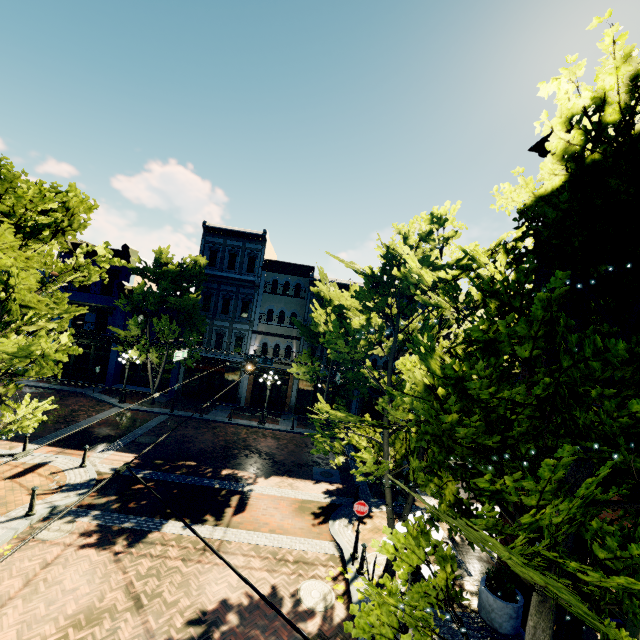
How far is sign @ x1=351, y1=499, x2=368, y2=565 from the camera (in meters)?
10.00

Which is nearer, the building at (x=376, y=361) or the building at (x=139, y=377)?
the building at (x=139, y=377)

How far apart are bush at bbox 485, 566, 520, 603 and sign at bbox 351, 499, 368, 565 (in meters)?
3.48

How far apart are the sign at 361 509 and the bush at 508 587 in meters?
3.5

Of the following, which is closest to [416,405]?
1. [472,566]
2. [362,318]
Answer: [362,318]

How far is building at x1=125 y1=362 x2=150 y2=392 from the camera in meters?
26.2 m

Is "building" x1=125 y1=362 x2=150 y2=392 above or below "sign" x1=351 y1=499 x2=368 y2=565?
below

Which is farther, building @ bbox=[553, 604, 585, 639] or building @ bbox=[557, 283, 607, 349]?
building @ bbox=[557, 283, 607, 349]
